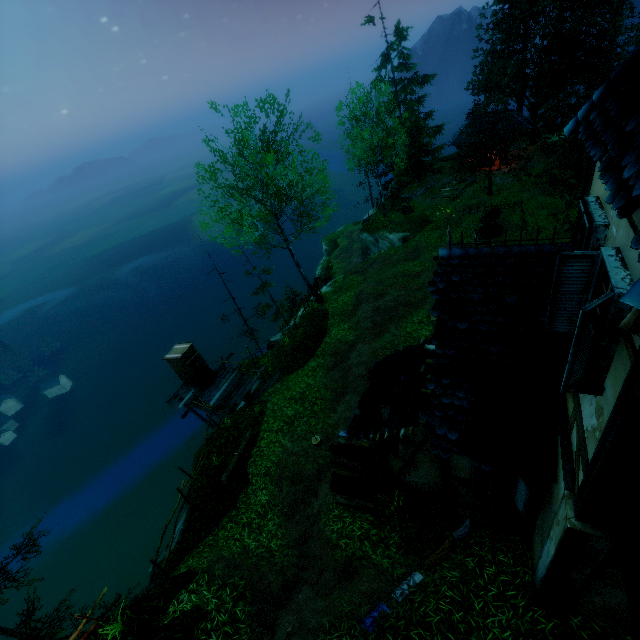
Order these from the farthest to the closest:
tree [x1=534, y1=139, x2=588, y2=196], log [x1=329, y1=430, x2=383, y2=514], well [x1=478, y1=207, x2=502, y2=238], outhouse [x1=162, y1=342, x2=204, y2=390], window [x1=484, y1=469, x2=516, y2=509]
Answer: well [x1=478, y1=207, x2=502, y2=238], tree [x1=534, y1=139, x2=588, y2=196], outhouse [x1=162, y1=342, x2=204, y2=390], log [x1=329, y1=430, x2=383, y2=514], window [x1=484, y1=469, x2=516, y2=509]

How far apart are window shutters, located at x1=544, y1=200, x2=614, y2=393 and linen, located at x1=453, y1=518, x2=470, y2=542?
4.4m

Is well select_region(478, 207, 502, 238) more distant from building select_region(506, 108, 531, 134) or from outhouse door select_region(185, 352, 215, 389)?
outhouse door select_region(185, 352, 215, 389)

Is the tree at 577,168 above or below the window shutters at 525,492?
below

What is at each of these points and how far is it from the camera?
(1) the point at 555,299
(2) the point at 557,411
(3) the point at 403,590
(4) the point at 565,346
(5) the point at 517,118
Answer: (1) window shutters, 3.9m
(2) building, 5.3m
(3) linen, 6.4m
(4) window, 4.0m
(5) building, 29.1m

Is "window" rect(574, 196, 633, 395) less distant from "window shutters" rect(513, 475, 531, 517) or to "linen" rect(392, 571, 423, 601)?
"window shutters" rect(513, 475, 531, 517)

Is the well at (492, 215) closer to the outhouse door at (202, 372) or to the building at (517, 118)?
the building at (517, 118)

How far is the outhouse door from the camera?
17.28m
